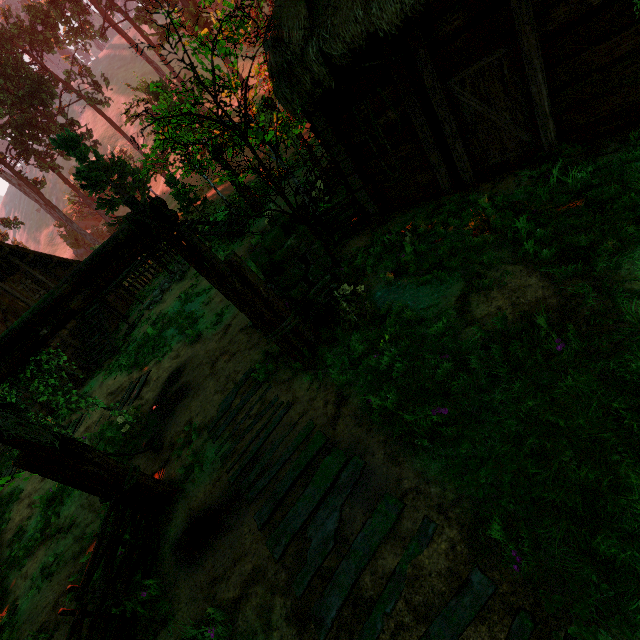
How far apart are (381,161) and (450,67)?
2.0 meters

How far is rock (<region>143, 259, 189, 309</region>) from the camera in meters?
15.4

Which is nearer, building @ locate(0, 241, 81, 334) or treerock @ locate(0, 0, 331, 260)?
treerock @ locate(0, 0, 331, 260)

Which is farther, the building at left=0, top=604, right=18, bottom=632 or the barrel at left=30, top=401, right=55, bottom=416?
the barrel at left=30, top=401, right=55, bottom=416

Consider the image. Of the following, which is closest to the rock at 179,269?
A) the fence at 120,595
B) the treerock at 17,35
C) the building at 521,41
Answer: the building at 521,41

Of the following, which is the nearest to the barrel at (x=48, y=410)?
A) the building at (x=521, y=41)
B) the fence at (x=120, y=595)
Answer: the building at (x=521, y=41)

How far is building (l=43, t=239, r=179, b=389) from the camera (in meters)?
15.49

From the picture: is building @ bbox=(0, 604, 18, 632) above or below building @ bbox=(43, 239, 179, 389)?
below
